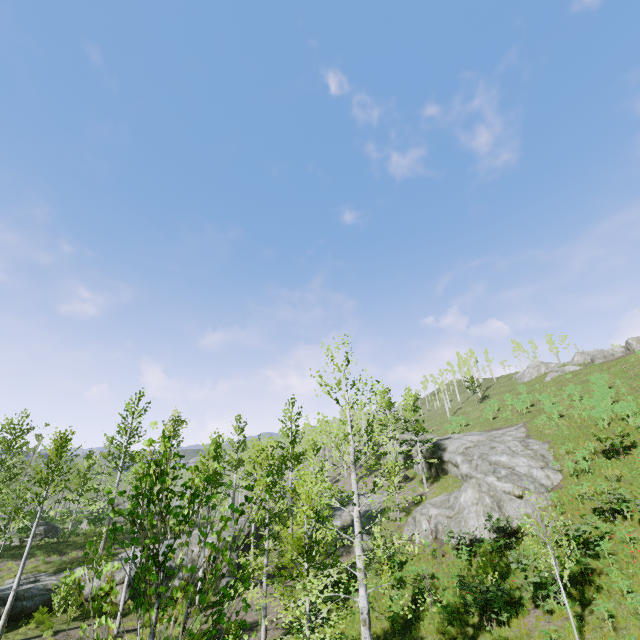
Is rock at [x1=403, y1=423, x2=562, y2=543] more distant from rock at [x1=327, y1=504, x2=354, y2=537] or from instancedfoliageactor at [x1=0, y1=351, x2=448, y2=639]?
instancedfoliageactor at [x1=0, y1=351, x2=448, y2=639]

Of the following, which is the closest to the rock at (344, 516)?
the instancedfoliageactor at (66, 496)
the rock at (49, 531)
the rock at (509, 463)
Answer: the instancedfoliageactor at (66, 496)

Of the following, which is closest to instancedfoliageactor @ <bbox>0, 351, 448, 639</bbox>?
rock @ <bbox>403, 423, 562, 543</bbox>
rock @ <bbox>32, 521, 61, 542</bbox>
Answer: rock @ <bbox>32, 521, 61, 542</bbox>

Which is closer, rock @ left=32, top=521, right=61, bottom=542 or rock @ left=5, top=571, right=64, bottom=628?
rock @ left=5, top=571, right=64, bottom=628

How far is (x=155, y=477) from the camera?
2.85m

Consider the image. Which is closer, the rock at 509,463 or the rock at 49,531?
the rock at 509,463

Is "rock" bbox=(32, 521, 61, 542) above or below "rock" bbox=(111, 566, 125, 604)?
above
